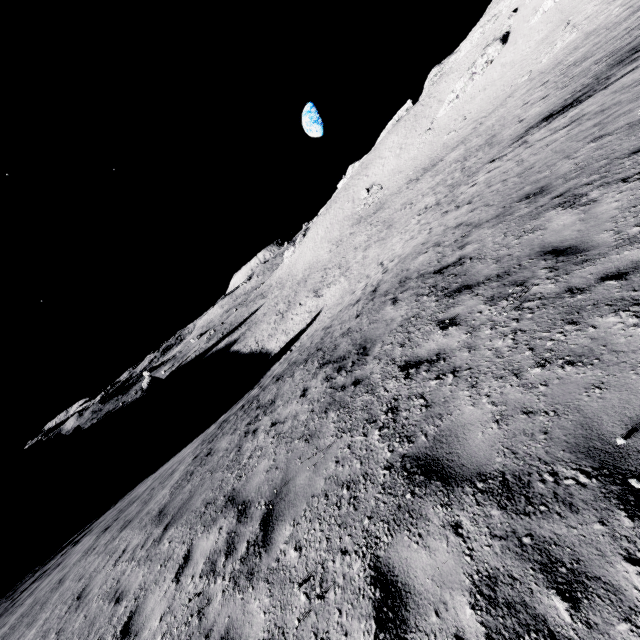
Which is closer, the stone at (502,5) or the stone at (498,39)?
the stone at (498,39)

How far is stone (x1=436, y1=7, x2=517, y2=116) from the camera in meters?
47.2 m

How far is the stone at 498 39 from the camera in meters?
47.2

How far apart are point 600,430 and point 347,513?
2.48m

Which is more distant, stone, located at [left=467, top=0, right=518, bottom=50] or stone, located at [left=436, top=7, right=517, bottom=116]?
stone, located at [left=467, top=0, right=518, bottom=50]

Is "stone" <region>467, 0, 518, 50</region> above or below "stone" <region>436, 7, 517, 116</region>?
above
